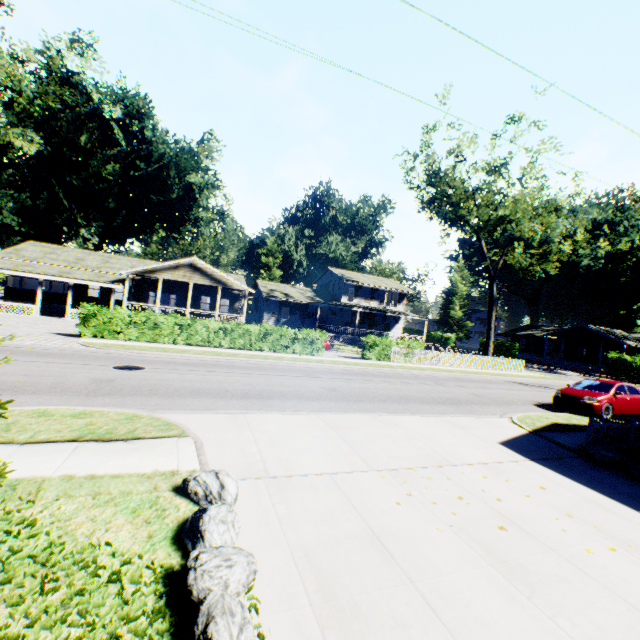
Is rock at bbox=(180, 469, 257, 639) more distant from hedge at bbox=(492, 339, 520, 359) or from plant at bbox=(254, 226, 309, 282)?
hedge at bbox=(492, 339, 520, 359)

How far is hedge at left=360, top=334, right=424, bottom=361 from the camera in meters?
24.5 m

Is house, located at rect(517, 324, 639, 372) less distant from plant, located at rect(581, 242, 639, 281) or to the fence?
plant, located at rect(581, 242, 639, 281)

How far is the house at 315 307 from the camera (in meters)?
39.00

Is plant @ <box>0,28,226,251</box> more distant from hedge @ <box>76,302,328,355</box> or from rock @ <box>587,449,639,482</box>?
rock @ <box>587,449,639,482</box>

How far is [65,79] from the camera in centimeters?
4572cm

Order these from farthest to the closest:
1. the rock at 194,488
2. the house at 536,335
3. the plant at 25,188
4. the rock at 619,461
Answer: the house at 536,335 < the plant at 25,188 < the rock at 619,461 < the rock at 194,488

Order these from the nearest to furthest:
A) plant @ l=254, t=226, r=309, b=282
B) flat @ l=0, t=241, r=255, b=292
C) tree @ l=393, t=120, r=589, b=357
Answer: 1. tree @ l=393, t=120, r=589, b=357
2. flat @ l=0, t=241, r=255, b=292
3. plant @ l=254, t=226, r=309, b=282
